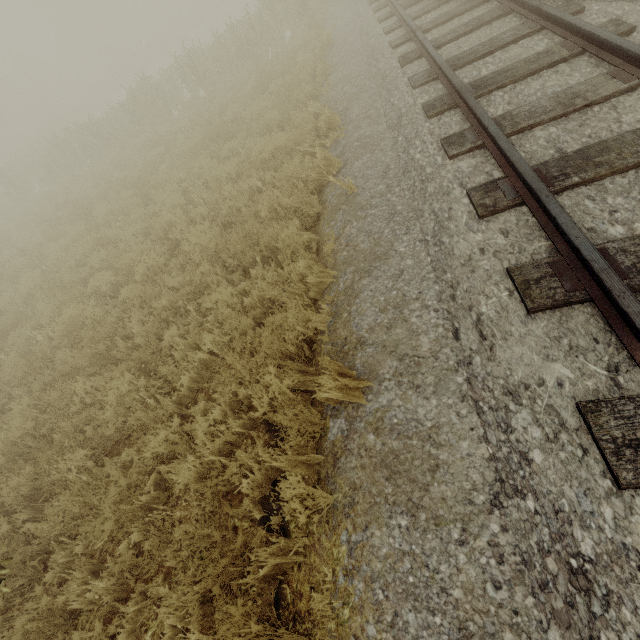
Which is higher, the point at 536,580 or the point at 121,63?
the point at 121,63
